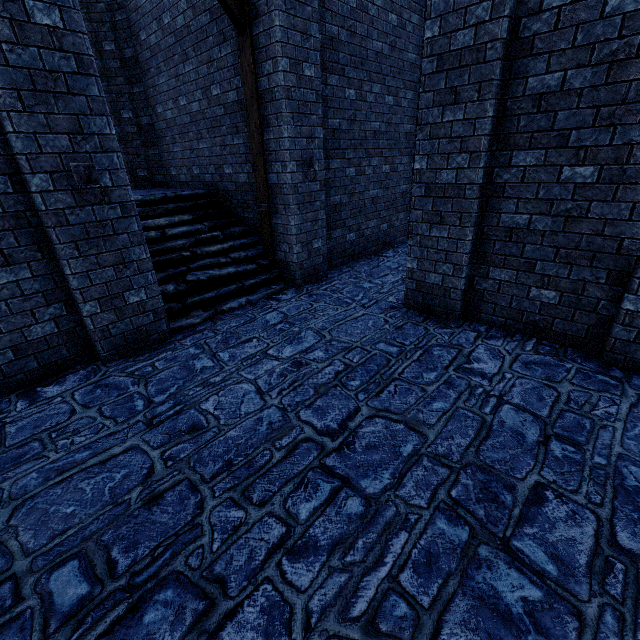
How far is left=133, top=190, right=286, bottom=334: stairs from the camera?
5.71m

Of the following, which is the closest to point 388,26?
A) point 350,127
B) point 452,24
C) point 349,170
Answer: point 350,127

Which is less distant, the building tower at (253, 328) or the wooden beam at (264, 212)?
the building tower at (253, 328)

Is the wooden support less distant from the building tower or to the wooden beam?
the wooden beam

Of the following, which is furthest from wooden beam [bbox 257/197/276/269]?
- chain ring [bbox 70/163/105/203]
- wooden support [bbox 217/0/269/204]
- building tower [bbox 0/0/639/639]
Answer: chain ring [bbox 70/163/105/203]

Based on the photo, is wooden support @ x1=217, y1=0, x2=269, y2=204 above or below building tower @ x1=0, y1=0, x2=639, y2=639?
above

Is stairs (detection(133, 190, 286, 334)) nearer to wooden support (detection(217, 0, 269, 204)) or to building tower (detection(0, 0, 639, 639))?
building tower (detection(0, 0, 639, 639))

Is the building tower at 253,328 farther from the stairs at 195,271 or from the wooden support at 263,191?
the wooden support at 263,191
